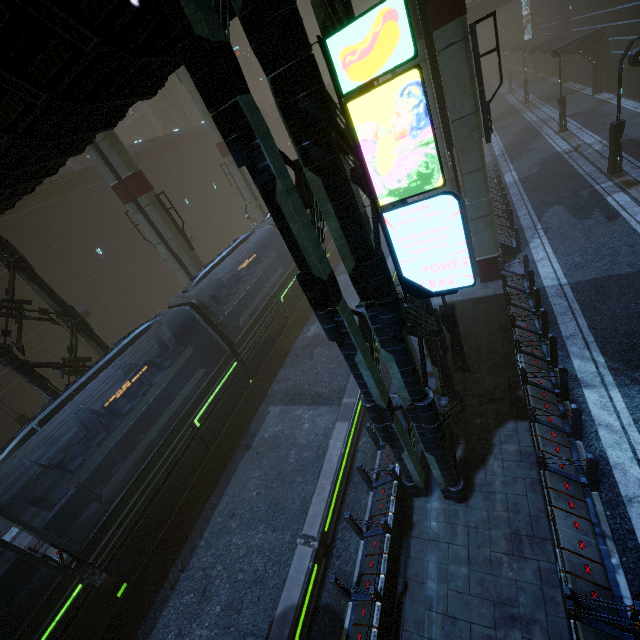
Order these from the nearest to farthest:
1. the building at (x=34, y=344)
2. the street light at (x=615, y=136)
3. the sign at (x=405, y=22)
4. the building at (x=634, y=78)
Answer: the sign at (x=405, y=22) < the building at (x=34, y=344) < the street light at (x=615, y=136) < the building at (x=634, y=78)

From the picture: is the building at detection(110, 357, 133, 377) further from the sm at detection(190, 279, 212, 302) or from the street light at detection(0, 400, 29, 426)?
the street light at detection(0, 400, 29, 426)

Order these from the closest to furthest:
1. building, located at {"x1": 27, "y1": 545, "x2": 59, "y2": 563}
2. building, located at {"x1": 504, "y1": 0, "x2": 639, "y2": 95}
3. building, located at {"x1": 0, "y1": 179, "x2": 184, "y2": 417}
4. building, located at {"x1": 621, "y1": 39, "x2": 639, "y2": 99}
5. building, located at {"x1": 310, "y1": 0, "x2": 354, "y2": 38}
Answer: building, located at {"x1": 310, "y1": 0, "x2": 354, "y2": 38}, building, located at {"x1": 27, "y1": 545, "x2": 59, "y2": 563}, building, located at {"x1": 0, "y1": 179, "x2": 184, "y2": 417}, building, located at {"x1": 621, "y1": 39, "x2": 639, "y2": 99}, building, located at {"x1": 504, "y1": 0, "x2": 639, "y2": 95}

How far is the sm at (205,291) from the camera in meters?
20.0 m

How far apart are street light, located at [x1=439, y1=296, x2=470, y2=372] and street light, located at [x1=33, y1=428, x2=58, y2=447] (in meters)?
21.80

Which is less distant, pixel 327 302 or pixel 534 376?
pixel 327 302

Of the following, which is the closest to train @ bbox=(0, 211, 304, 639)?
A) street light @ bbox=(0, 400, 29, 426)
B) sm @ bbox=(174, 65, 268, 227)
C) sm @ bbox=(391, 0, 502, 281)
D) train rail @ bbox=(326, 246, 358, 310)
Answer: train rail @ bbox=(326, 246, 358, 310)

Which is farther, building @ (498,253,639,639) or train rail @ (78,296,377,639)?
train rail @ (78,296,377,639)
